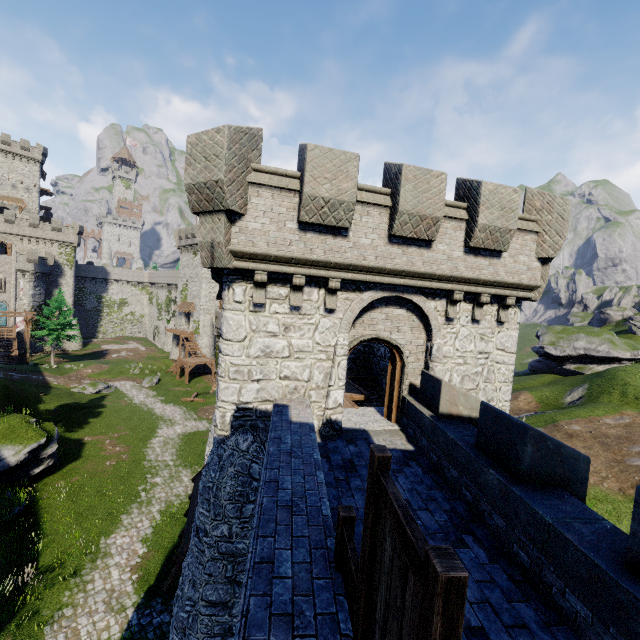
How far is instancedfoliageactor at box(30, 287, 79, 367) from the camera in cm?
4555

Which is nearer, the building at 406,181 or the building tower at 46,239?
the building at 406,181

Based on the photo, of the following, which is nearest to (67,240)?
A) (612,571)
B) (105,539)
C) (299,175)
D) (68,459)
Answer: (68,459)

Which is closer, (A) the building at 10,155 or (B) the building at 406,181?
(B) the building at 406,181

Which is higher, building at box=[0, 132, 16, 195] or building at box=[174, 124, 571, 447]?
building at box=[0, 132, 16, 195]

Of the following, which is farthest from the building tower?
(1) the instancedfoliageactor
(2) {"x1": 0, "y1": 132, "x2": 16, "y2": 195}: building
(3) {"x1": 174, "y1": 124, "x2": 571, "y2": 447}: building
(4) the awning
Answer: (4) the awning

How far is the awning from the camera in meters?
10.5
